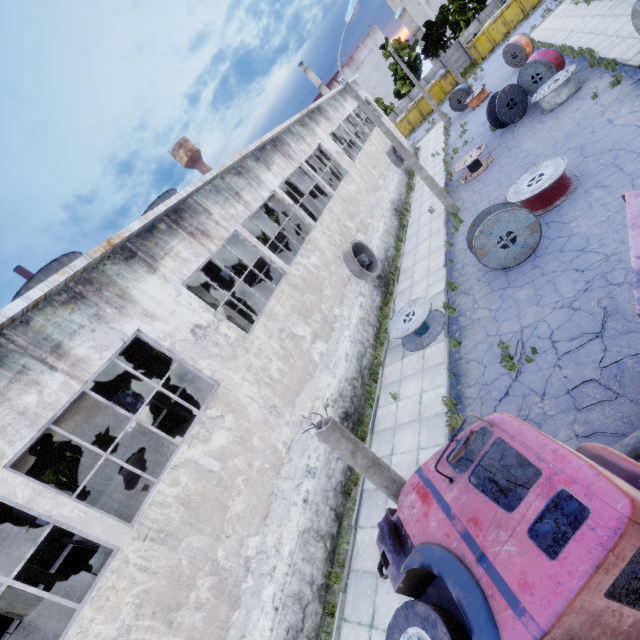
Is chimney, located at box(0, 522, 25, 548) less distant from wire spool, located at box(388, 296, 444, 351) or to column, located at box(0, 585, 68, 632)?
column, located at box(0, 585, 68, 632)

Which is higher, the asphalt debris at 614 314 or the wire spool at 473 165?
the wire spool at 473 165

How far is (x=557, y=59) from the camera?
17.4m

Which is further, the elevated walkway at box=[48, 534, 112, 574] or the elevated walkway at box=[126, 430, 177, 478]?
the elevated walkway at box=[126, 430, 177, 478]

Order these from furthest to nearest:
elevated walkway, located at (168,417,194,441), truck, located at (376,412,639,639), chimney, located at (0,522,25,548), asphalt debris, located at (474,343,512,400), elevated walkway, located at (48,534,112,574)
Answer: chimney, located at (0,522,25,548) → elevated walkway, located at (168,417,194,441) → elevated walkway, located at (48,534,112,574) → asphalt debris, located at (474,343,512,400) → truck, located at (376,412,639,639)

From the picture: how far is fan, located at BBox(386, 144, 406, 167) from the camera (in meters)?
28.66

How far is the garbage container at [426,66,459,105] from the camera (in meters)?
42.12

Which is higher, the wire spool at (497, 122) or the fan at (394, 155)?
the fan at (394, 155)
